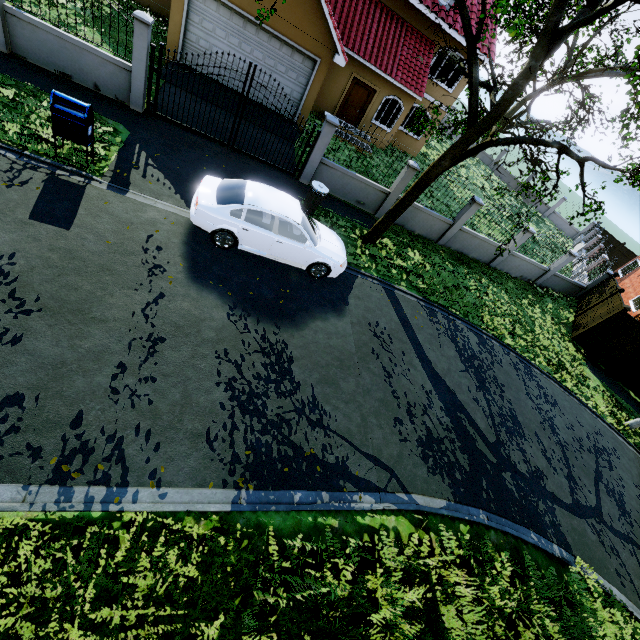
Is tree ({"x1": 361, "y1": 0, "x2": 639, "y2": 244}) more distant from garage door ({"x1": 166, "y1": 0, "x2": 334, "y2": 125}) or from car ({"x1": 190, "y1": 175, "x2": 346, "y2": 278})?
garage door ({"x1": 166, "y1": 0, "x2": 334, "y2": 125})

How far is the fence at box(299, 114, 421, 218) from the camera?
11.55m

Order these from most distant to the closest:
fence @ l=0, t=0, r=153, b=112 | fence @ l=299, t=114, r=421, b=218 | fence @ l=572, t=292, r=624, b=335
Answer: fence @ l=572, t=292, r=624, b=335 < fence @ l=299, t=114, r=421, b=218 < fence @ l=0, t=0, r=153, b=112

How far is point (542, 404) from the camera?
11.3m

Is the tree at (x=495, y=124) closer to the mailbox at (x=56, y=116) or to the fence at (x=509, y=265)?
the fence at (x=509, y=265)

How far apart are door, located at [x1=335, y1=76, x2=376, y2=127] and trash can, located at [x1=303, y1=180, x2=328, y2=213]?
10.0m

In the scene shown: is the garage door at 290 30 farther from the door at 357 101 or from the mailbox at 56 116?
the mailbox at 56 116

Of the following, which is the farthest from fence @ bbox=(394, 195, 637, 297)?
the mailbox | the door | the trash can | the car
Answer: the door
